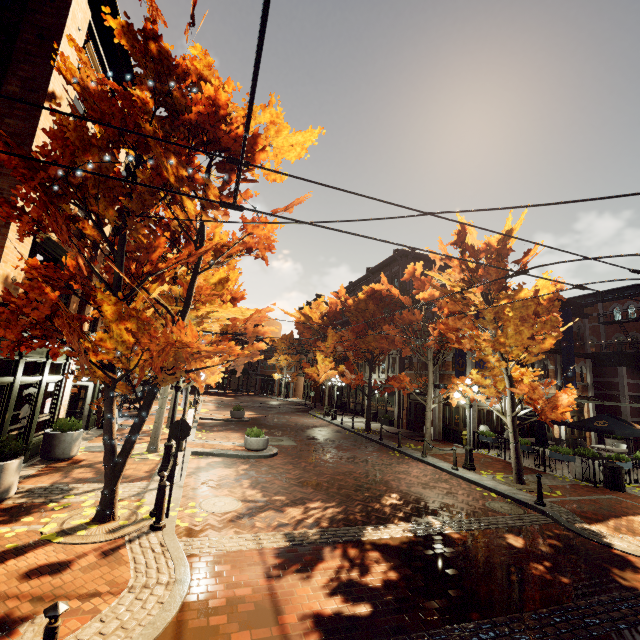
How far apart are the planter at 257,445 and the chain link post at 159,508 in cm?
626

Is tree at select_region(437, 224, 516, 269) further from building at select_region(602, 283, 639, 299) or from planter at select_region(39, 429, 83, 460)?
planter at select_region(39, 429, 83, 460)

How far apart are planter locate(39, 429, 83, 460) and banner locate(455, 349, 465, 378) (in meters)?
17.34

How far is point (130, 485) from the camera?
8.5m

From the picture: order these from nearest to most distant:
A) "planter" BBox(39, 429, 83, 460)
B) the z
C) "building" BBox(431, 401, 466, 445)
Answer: "planter" BBox(39, 429, 83, 460)
"building" BBox(431, 401, 466, 445)
the z

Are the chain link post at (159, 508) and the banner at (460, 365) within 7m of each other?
no

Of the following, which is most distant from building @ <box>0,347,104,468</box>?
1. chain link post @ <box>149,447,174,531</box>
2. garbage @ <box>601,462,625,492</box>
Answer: garbage @ <box>601,462,625,492</box>

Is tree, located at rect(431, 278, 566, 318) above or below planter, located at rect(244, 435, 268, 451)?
above
